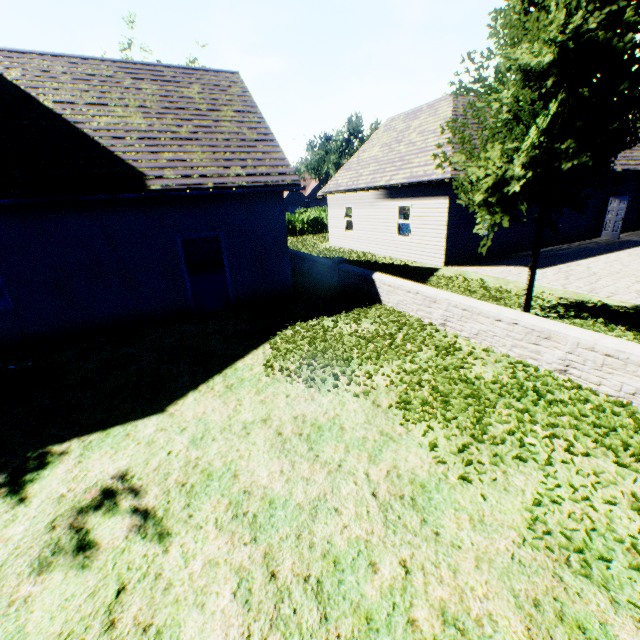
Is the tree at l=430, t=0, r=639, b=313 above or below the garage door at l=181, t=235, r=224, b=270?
above

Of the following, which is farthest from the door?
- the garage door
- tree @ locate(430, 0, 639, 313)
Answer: the garage door

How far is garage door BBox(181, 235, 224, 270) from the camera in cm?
1592

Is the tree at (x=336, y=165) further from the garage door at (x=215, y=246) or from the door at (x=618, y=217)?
the door at (x=618, y=217)

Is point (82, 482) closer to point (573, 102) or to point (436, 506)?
point (436, 506)

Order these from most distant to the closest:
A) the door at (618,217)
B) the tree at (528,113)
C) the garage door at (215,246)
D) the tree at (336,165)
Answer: the tree at (336,165)
the door at (618,217)
the garage door at (215,246)
the tree at (528,113)

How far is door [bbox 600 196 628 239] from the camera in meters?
16.8
